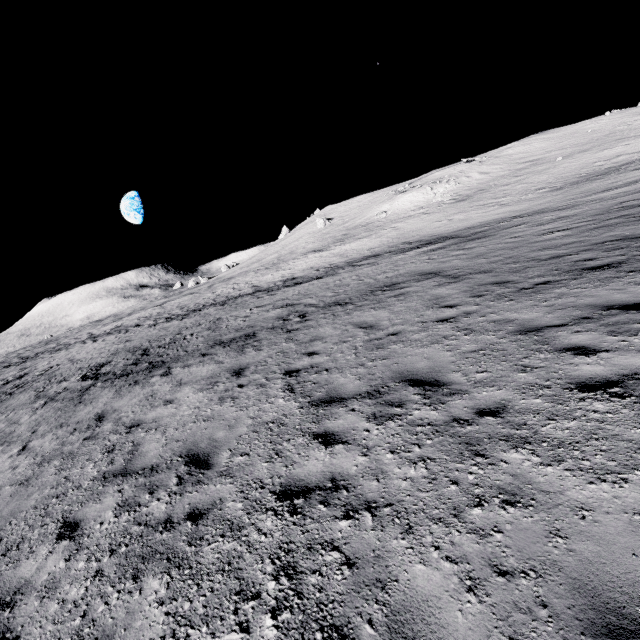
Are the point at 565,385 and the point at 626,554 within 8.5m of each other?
yes
